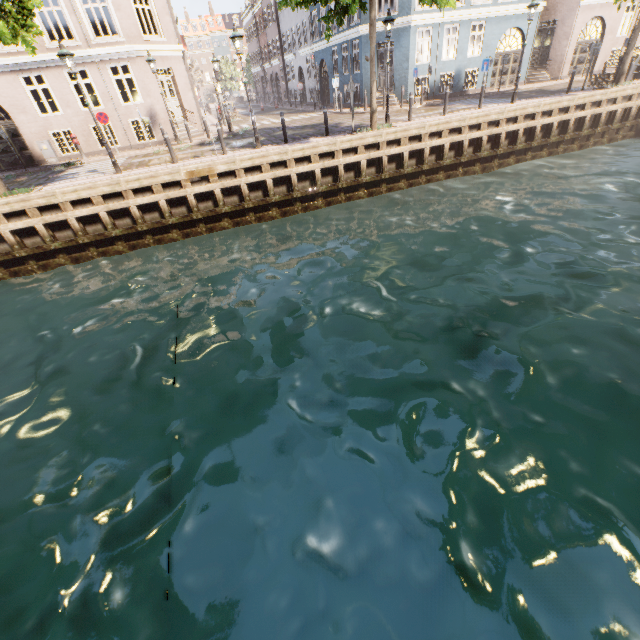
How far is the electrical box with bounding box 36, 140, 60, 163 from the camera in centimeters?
1683cm

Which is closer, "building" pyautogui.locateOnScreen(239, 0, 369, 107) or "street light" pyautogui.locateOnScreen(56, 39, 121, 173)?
"street light" pyautogui.locateOnScreen(56, 39, 121, 173)

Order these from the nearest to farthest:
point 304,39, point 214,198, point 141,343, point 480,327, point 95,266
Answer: point 480,327
point 141,343
point 95,266
point 214,198
point 304,39

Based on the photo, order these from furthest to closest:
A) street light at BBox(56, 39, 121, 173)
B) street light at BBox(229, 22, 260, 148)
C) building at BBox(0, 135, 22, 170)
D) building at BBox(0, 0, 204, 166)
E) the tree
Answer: building at BBox(0, 135, 22, 170), building at BBox(0, 0, 204, 166), street light at BBox(229, 22, 260, 148), street light at BBox(56, 39, 121, 173), the tree

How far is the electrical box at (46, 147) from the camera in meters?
16.8

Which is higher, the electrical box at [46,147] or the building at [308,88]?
the building at [308,88]

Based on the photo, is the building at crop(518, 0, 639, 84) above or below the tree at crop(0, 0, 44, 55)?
below

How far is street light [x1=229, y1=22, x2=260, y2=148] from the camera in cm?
1116
